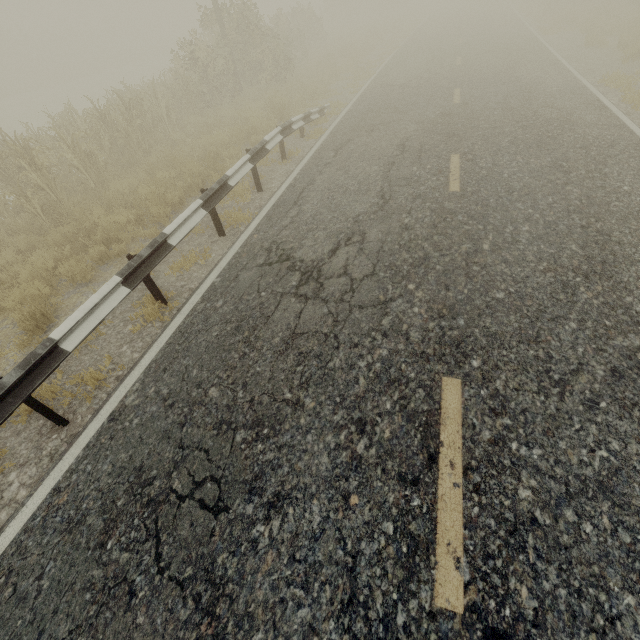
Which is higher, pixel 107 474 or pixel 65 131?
pixel 65 131
